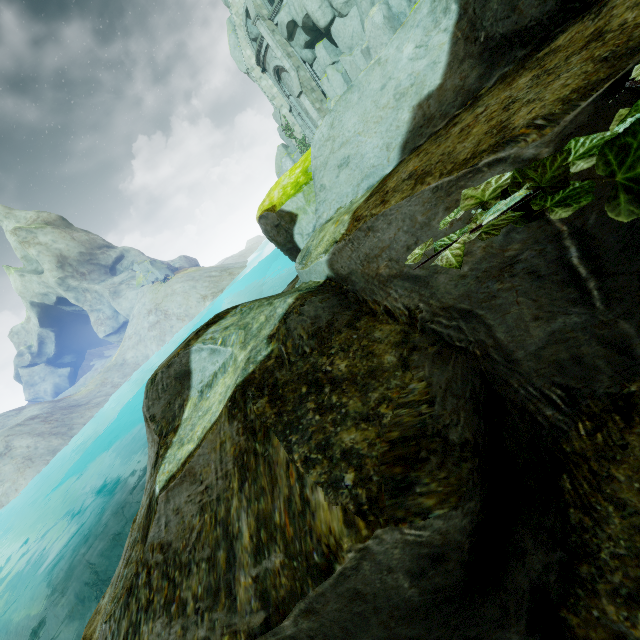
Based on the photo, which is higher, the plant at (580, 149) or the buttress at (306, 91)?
the buttress at (306, 91)

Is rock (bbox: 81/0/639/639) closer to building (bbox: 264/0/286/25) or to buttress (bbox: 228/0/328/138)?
building (bbox: 264/0/286/25)

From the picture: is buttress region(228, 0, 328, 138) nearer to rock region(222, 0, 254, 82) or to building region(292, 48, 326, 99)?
building region(292, 48, 326, 99)

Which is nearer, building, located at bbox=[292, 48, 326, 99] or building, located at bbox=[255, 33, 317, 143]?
building, located at bbox=[292, 48, 326, 99]

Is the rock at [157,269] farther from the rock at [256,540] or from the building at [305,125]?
the rock at [256,540]

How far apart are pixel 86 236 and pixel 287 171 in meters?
64.3 m

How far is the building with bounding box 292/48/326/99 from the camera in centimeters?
2888cm
